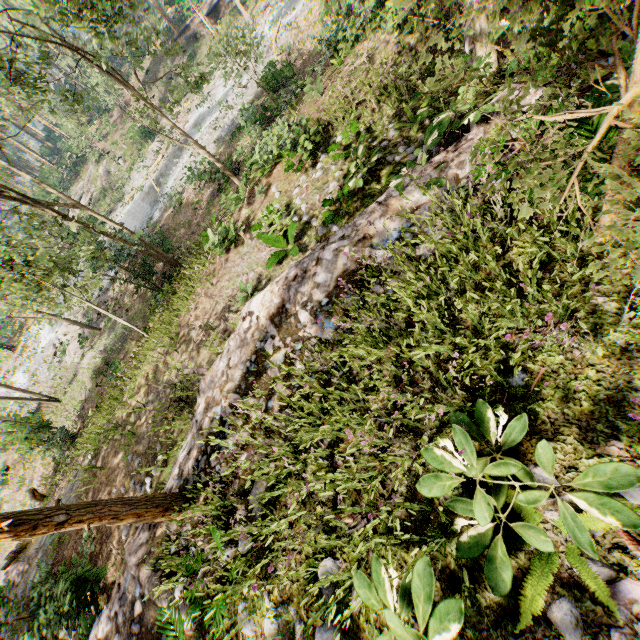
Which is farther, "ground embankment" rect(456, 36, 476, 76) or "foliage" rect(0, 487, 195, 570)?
"ground embankment" rect(456, 36, 476, 76)

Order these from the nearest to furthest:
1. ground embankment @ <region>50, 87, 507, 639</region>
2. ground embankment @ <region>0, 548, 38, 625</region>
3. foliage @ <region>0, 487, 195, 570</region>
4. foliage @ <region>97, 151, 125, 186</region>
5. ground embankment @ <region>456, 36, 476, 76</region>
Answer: foliage @ <region>0, 487, 195, 570</region>, ground embankment @ <region>50, 87, 507, 639</region>, ground embankment @ <region>456, 36, 476, 76</region>, ground embankment @ <region>0, 548, 38, 625</region>, foliage @ <region>97, 151, 125, 186</region>

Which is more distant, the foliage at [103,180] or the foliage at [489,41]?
the foliage at [103,180]

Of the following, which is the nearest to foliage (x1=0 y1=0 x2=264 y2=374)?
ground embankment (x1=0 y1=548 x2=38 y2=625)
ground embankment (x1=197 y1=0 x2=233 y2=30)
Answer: ground embankment (x1=197 y1=0 x2=233 y2=30)

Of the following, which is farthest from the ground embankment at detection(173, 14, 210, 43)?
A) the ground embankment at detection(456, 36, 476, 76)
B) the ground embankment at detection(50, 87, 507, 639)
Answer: the ground embankment at detection(50, 87, 507, 639)

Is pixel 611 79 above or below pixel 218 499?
below

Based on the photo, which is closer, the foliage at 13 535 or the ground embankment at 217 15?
the foliage at 13 535
